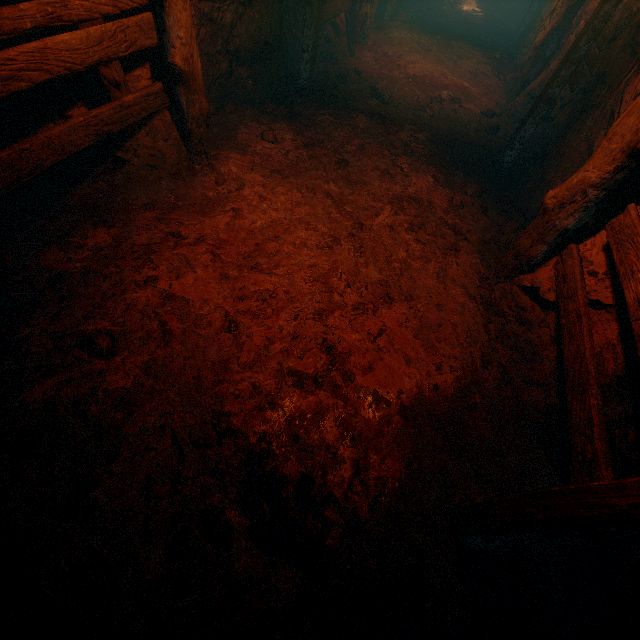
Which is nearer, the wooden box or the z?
the z

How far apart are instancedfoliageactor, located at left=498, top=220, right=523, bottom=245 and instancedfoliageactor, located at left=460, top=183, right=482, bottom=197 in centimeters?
65cm

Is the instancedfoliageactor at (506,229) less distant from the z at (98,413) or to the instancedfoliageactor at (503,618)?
the z at (98,413)

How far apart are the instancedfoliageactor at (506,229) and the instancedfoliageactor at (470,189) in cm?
65

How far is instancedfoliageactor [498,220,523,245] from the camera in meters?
4.6 m

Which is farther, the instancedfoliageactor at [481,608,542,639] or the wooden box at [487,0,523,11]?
the wooden box at [487,0,523,11]

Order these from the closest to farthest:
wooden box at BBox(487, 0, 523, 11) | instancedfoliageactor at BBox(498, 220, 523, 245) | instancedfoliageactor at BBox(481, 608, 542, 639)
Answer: instancedfoliageactor at BBox(481, 608, 542, 639) → instancedfoliageactor at BBox(498, 220, 523, 245) → wooden box at BBox(487, 0, 523, 11)

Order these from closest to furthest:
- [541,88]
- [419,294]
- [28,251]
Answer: [28,251] < [419,294] < [541,88]
